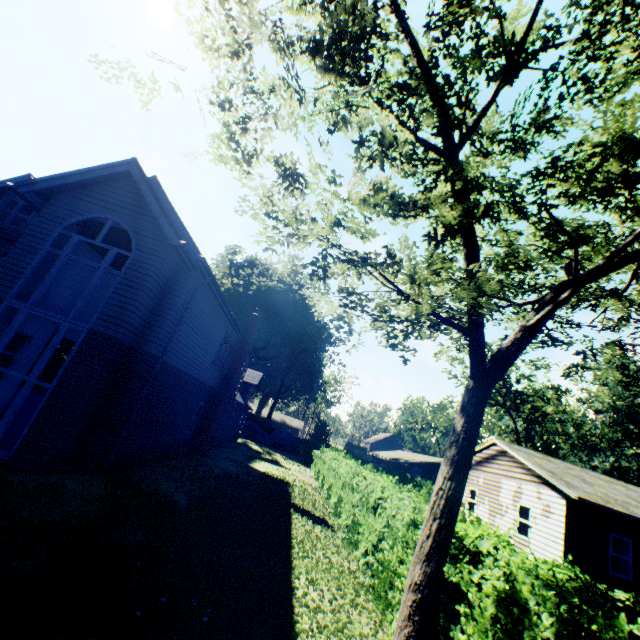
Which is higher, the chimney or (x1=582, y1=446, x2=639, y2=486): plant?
(x1=582, y1=446, x2=639, y2=486): plant

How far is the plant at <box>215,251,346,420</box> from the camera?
51.1m

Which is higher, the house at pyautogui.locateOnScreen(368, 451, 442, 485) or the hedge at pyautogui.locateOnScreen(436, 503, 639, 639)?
the house at pyautogui.locateOnScreen(368, 451, 442, 485)

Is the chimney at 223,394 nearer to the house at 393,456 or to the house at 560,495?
the house at 560,495

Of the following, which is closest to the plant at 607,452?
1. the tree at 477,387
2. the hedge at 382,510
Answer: the hedge at 382,510

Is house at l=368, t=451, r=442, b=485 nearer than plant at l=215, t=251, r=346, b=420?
Yes

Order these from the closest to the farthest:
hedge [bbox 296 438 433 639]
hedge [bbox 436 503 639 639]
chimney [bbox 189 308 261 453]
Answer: hedge [bbox 436 503 639 639], hedge [bbox 296 438 433 639], chimney [bbox 189 308 261 453]

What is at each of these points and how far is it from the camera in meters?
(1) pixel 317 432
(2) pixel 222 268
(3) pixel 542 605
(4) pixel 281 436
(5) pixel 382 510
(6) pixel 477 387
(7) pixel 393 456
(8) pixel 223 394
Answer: (1) plant, 44.2 m
(2) plant, 58.2 m
(3) hedge, 3.6 m
(4) rock, 44.9 m
(5) hedge, 8.4 m
(6) tree, 6.1 m
(7) house, 49.8 m
(8) chimney, 18.2 m
